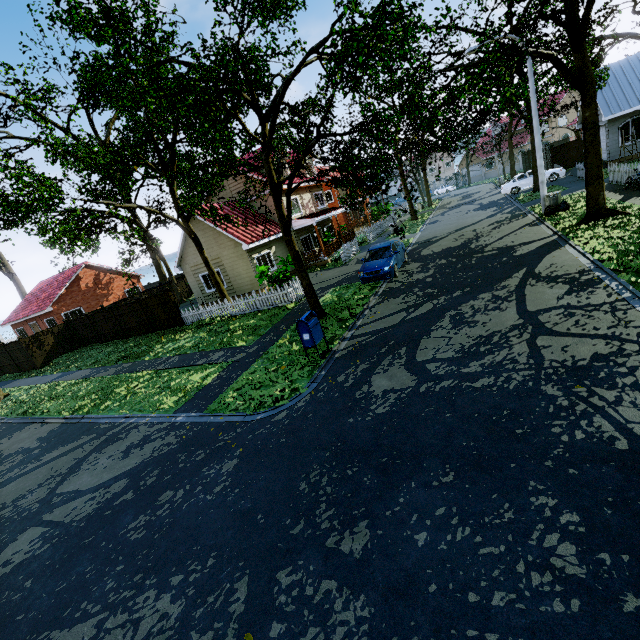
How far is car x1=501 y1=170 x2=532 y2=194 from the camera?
27.0m

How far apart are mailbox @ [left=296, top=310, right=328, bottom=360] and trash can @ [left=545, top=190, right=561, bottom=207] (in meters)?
14.56

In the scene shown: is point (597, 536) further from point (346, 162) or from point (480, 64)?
point (480, 64)

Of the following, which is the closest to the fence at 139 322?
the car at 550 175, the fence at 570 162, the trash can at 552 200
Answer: the fence at 570 162

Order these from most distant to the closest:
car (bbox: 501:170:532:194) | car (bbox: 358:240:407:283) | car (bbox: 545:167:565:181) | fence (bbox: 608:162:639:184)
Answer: car (bbox: 501:170:532:194) < car (bbox: 545:167:565:181) < fence (bbox: 608:162:639:184) < car (bbox: 358:240:407:283)

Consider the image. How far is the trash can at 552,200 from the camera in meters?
15.8 m

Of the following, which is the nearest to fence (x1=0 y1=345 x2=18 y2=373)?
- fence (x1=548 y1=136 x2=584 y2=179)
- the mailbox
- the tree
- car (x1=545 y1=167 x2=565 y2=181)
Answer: fence (x1=548 y1=136 x2=584 y2=179)

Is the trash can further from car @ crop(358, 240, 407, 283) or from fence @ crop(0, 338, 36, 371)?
car @ crop(358, 240, 407, 283)
